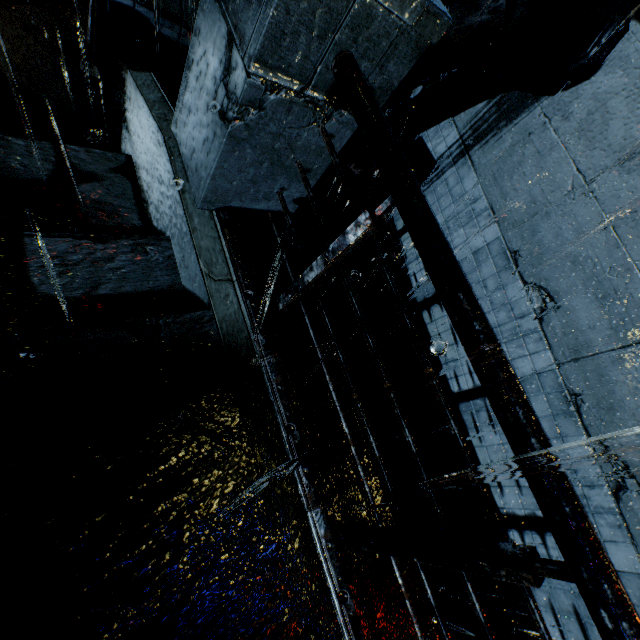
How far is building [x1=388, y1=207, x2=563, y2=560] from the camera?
4.25m

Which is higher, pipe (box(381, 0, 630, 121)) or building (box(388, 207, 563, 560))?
pipe (box(381, 0, 630, 121))

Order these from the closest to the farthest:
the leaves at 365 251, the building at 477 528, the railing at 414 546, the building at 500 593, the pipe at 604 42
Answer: the railing at 414 546, the pipe at 604 42, the building at 500 593, the building at 477 528, the leaves at 365 251

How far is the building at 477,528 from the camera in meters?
4.7 m

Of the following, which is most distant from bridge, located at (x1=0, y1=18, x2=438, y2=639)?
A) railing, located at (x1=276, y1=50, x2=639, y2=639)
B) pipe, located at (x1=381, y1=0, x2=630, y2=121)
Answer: pipe, located at (x1=381, y1=0, x2=630, y2=121)

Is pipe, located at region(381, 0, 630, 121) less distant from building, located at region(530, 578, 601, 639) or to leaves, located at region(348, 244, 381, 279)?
building, located at region(530, 578, 601, 639)

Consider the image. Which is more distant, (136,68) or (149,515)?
(136,68)

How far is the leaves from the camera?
5.80m
